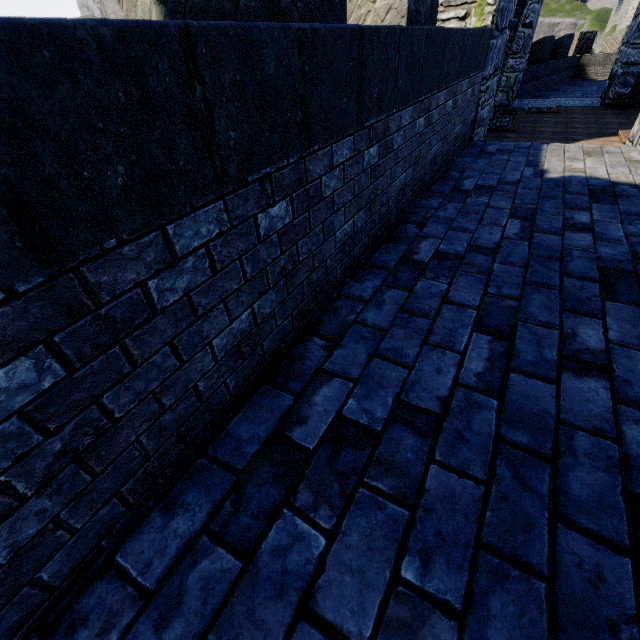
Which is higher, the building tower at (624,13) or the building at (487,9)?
the building tower at (624,13)

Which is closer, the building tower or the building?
the building

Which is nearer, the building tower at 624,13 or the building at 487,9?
the building at 487,9

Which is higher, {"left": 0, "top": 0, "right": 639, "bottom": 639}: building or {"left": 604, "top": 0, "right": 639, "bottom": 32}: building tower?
{"left": 604, "top": 0, "right": 639, "bottom": 32}: building tower

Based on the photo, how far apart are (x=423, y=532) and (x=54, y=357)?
1.5 meters
